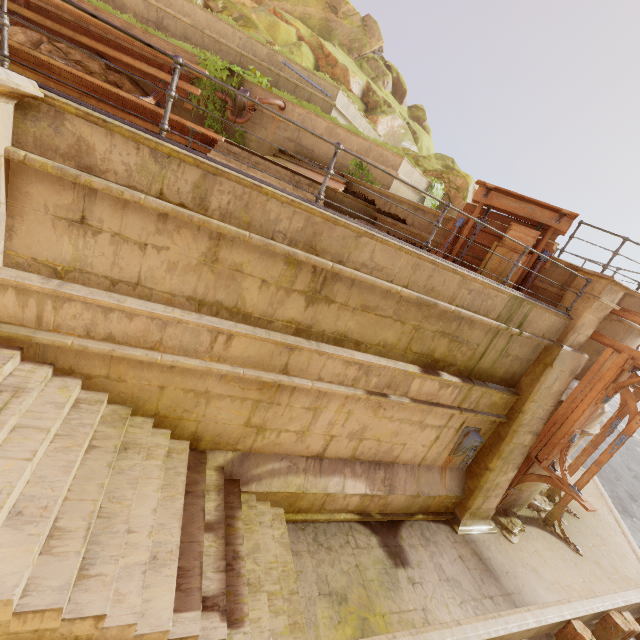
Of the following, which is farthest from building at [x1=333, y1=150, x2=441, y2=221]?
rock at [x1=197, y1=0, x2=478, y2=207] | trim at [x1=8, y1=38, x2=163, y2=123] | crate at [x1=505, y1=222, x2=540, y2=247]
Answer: rock at [x1=197, y1=0, x2=478, y2=207]

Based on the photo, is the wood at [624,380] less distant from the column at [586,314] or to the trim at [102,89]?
the column at [586,314]

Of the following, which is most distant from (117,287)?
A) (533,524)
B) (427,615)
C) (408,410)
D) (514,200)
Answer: (533,524)

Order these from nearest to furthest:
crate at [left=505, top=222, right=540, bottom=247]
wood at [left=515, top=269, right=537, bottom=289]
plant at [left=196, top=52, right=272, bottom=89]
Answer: crate at [left=505, top=222, right=540, bottom=247], wood at [left=515, top=269, right=537, bottom=289], plant at [left=196, top=52, right=272, bottom=89]

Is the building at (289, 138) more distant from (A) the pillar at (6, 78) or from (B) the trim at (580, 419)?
(B) the trim at (580, 419)

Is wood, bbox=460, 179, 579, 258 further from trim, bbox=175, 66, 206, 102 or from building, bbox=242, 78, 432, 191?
trim, bbox=175, 66, 206, 102

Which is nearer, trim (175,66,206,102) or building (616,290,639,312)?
building (616,290,639,312)

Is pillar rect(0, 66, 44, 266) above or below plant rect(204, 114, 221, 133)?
below
